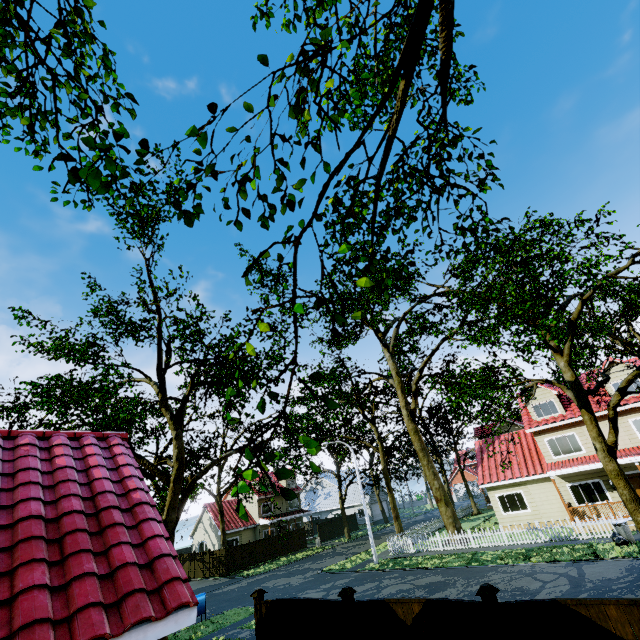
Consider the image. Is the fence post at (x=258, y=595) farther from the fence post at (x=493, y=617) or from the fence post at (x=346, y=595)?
the fence post at (x=493, y=617)

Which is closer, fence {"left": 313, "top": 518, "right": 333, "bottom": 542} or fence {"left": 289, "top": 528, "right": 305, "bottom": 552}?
fence {"left": 289, "top": 528, "right": 305, "bottom": 552}

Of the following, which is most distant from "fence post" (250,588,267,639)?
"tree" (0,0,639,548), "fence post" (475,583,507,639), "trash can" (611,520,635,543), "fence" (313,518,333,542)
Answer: "trash can" (611,520,635,543)

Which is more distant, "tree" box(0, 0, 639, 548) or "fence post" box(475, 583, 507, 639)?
"fence post" box(475, 583, 507, 639)

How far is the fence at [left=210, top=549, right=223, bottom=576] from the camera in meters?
31.1

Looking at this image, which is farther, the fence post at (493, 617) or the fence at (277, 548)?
the fence at (277, 548)

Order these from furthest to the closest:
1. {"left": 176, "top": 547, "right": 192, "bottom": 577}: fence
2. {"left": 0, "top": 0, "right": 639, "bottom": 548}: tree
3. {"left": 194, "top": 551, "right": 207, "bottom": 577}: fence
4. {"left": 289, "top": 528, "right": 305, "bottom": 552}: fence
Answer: {"left": 289, "top": 528, "right": 305, "bottom": 552}: fence
{"left": 176, "top": 547, "right": 192, "bottom": 577}: fence
{"left": 194, "top": 551, "right": 207, "bottom": 577}: fence
{"left": 0, "top": 0, "right": 639, "bottom": 548}: tree

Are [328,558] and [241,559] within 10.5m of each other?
yes
